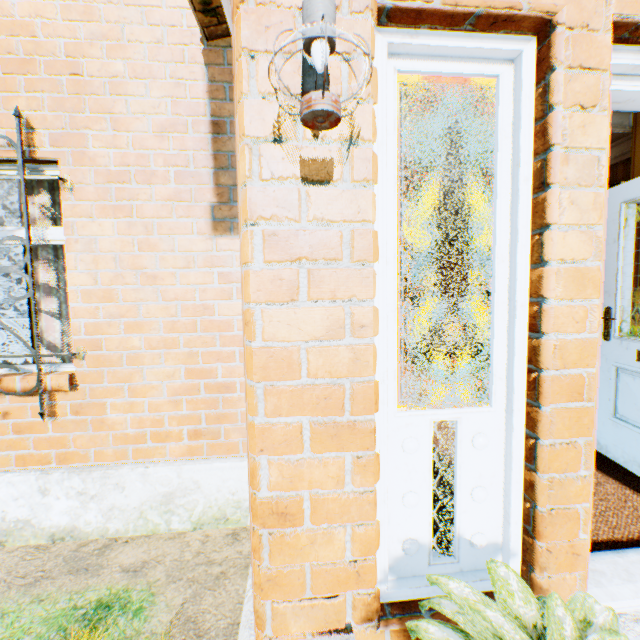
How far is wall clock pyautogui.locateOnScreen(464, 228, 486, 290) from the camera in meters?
6.4

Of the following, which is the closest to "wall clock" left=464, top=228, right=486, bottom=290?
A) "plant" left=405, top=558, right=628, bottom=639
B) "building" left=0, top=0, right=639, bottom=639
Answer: "building" left=0, top=0, right=639, bottom=639

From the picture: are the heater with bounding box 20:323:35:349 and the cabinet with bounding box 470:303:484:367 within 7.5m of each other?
no

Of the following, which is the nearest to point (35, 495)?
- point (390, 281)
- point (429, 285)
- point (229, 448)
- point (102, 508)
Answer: point (102, 508)

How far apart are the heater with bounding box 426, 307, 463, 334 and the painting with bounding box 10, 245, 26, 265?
10.83m

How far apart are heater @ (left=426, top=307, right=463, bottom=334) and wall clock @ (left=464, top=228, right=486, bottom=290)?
4.0 meters

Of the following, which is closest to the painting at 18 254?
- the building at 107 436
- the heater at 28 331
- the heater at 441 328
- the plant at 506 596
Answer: the building at 107 436

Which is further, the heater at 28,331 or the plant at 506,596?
the heater at 28,331
